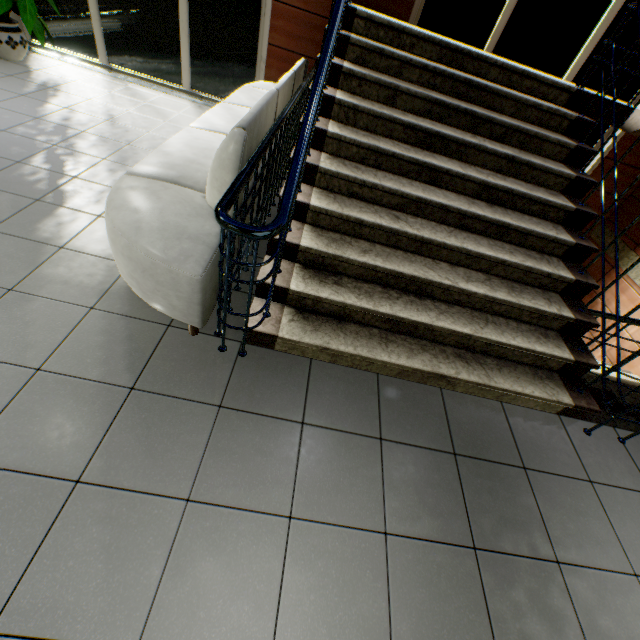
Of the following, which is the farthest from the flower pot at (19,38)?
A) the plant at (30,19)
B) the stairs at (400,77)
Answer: the stairs at (400,77)

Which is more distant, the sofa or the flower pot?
the flower pot

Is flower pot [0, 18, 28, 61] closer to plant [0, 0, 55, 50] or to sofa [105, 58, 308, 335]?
plant [0, 0, 55, 50]

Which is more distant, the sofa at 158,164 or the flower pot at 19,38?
the flower pot at 19,38

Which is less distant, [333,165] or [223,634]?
[223,634]

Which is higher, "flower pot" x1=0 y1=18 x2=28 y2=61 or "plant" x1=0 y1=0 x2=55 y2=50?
"plant" x1=0 y1=0 x2=55 y2=50

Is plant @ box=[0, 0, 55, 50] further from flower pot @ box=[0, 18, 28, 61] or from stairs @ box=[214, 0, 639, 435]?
stairs @ box=[214, 0, 639, 435]

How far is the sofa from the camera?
1.80m
